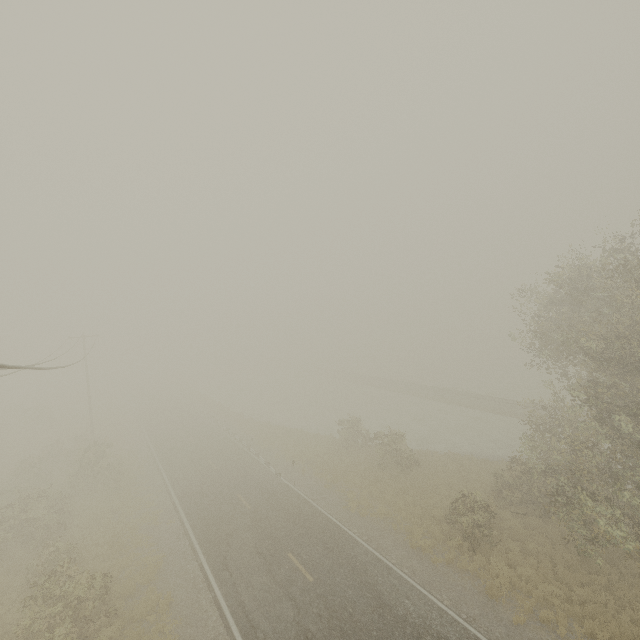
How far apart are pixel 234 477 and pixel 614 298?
26.2m
